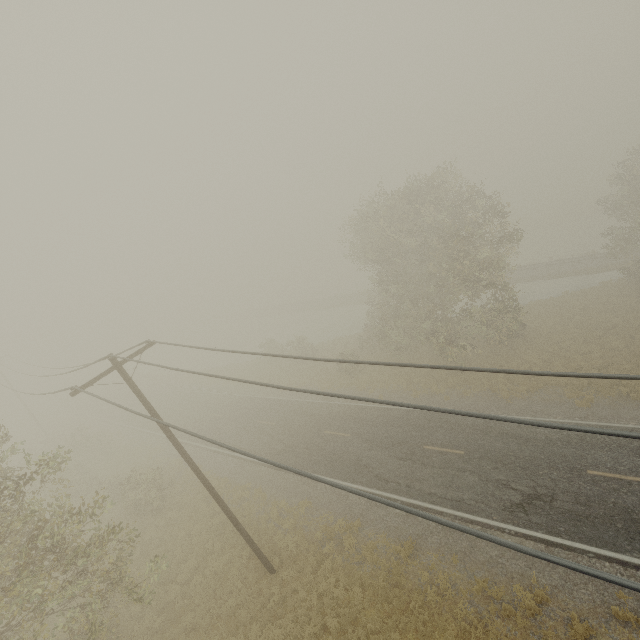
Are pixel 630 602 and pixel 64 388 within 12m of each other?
no
